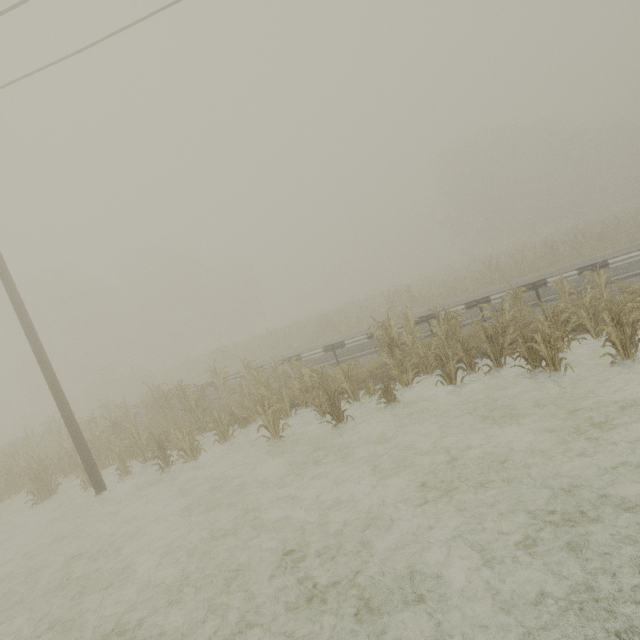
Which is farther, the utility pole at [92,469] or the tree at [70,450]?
the tree at [70,450]

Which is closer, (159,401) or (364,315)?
(159,401)

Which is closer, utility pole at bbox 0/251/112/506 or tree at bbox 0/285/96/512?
utility pole at bbox 0/251/112/506

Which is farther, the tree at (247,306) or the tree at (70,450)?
the tree at (70,450)

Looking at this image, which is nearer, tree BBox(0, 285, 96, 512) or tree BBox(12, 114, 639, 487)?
tree BBox(12, 114, 639, 487)
